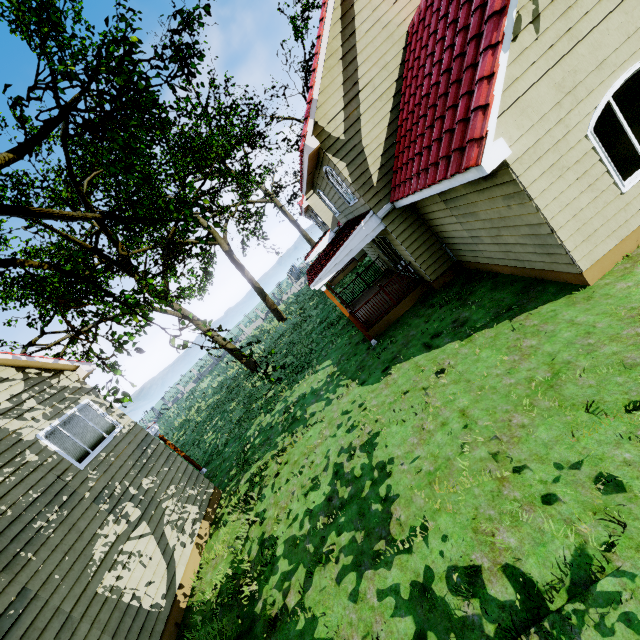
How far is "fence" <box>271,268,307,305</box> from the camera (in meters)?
44.44

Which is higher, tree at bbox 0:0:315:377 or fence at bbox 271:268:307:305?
tree at bbox 0:0:315:377

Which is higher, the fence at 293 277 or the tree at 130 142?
the tree at 130 142

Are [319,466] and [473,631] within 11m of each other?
yes

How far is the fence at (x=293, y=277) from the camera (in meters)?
44.44

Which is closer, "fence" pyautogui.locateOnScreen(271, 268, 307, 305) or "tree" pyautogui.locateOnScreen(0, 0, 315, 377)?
"tree" pyautogui.locateOnScreen(0, 0, 315, 377)
